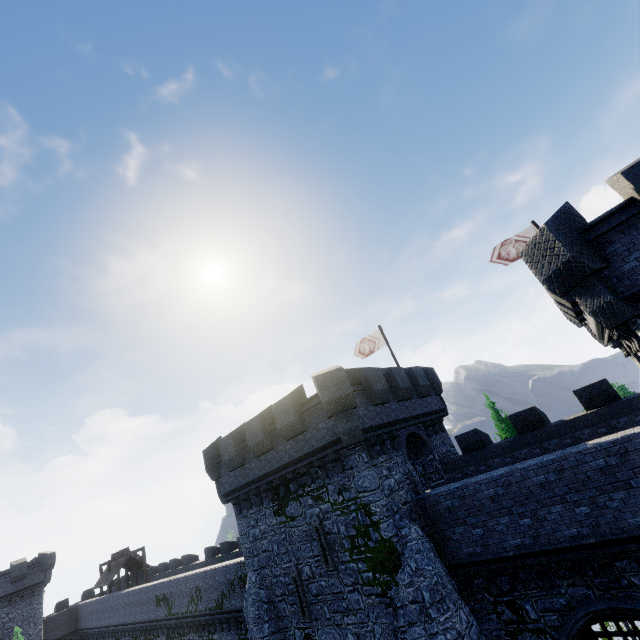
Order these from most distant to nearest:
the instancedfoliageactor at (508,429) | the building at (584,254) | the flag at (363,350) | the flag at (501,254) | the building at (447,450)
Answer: the flag at (363,350)
the instancedfoliageactor at (508,429)
the flag at (501,254)
the building at (447,450)
the building at (584,254)

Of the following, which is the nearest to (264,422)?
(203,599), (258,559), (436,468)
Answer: (258,559)

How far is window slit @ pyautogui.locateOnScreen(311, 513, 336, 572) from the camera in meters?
13.5

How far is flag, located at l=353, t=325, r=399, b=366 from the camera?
23.05m

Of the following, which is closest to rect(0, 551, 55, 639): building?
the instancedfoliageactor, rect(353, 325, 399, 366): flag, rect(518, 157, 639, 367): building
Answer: rect(518, 157, 639, 367): building

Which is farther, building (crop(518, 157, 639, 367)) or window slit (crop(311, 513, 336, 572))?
window slit (crop(311, 513, 336, 572))

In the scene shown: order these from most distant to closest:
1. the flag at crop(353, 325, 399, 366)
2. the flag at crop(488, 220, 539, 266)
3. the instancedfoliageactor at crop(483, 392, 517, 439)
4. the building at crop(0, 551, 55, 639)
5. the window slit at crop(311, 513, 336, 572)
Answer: the building at crop(0, 551, 55, 639), the flag at crop(353, 325, 399, 366), the instancedfoliageactor at crop(483, 392, 517, 439), the flag at crop(488, 220, 539, 266), the window slit at crop(311, 513, 336, 572)

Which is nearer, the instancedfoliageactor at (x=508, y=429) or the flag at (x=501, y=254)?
the flag at (x=501, y=254)
